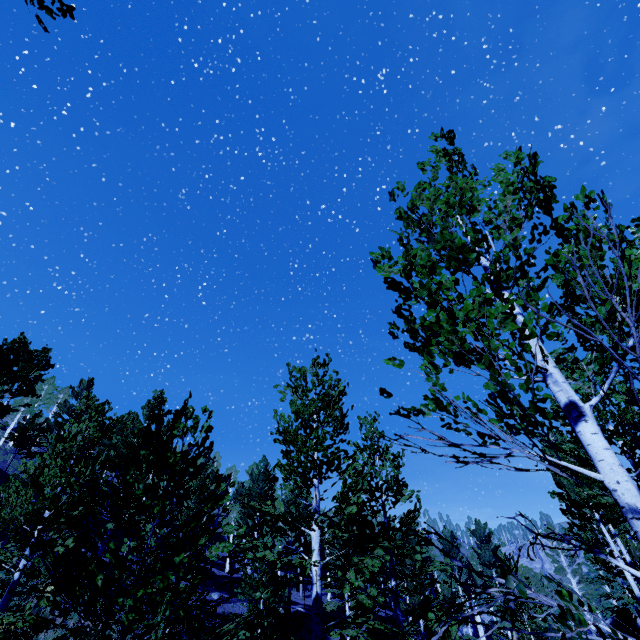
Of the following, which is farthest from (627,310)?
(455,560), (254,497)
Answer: (455,560)
